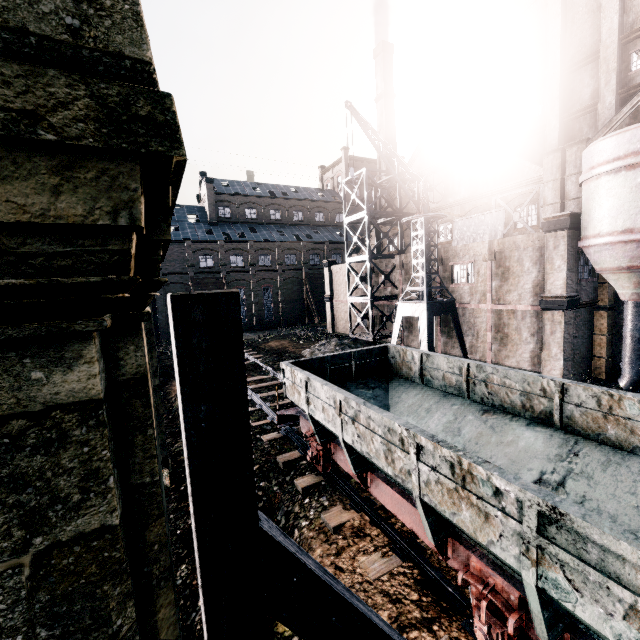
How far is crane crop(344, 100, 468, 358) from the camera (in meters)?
21.48

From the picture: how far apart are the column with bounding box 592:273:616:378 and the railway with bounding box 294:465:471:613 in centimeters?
1947cm

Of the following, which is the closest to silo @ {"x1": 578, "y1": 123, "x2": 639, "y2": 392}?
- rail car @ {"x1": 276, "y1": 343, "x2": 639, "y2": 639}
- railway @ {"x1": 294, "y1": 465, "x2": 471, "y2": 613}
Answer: rail car @ {"x1": 276, "y1": 343, "x2": 639, "y2": 639}

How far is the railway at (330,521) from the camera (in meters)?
6.89

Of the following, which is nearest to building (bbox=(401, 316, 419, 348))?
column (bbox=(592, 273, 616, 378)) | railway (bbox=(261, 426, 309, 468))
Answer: column (bbox=(592, 273, 616, 378))

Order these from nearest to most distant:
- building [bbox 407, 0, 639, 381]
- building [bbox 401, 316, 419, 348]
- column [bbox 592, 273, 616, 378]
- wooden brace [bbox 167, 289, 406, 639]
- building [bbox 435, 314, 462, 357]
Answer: wooden brace [bbox 167, 289, 406, 639], building [bbox 407, 0, 639, 381], column [bbox 592, 273, 616, 378], building [bbox 435, 314, 462, 357], building [bbox 401, 316, 419, 348]

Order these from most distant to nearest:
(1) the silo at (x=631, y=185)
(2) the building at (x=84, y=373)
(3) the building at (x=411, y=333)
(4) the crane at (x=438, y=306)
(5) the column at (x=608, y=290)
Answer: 1. (3) the building at (x=411, y=333)
2. (4) the crane at (x=438, y=306)
3. (5) the column at (x=608, y=290)
4. (1) the silo at (x=631, y=185)
5. (2) the building at (x=84, y=373)

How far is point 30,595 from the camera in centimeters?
175cm
